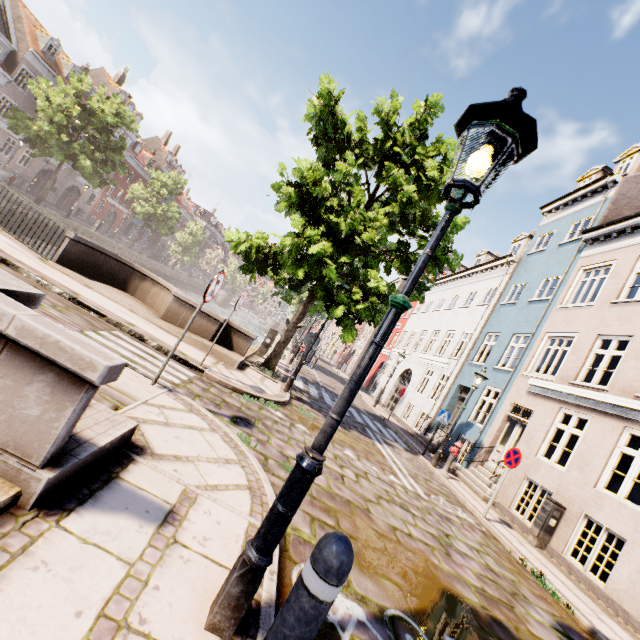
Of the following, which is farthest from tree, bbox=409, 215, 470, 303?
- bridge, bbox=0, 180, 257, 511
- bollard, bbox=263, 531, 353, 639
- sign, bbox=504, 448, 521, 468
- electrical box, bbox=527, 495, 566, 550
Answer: electrical box, bbox=527, 495, 566, 550

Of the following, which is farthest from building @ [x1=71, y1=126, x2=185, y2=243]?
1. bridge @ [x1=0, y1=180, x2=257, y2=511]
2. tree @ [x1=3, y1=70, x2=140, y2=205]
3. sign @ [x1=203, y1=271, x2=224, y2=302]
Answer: sign @ [x1=203, y1=271, x2=224, y2=302]

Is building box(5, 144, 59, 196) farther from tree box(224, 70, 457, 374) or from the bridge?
the bridge

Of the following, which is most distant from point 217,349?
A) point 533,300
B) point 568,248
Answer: point 568,248

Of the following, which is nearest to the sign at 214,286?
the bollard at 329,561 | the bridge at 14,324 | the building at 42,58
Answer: the bridge at 14,324

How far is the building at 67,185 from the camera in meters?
35.6 m

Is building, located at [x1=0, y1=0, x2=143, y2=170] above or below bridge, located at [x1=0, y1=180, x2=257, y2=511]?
above

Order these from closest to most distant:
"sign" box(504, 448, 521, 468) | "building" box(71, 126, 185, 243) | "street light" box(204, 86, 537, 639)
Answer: "street light" box(204, 86, 537, 639) → "sign" box(504, 448, 521, 468) → "building" box(71, 126, 185, 243)
